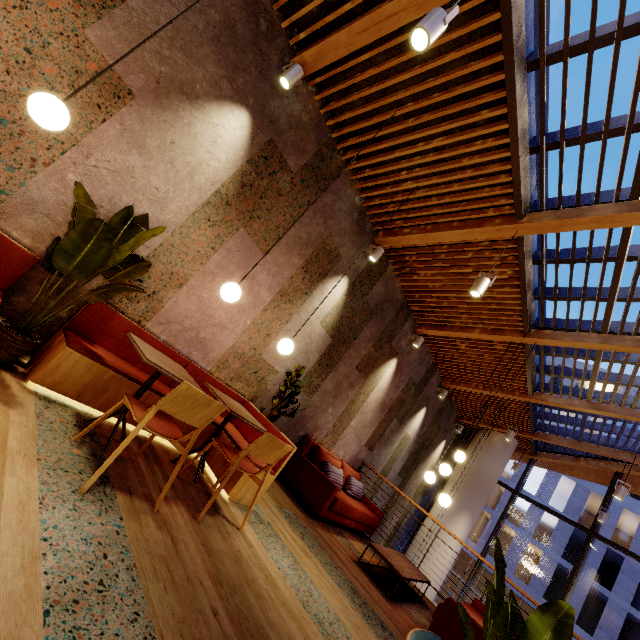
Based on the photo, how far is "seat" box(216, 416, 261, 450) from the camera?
3.7 meters

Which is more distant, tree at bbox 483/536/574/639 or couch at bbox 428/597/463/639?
couch at bbox 428/597/463/639

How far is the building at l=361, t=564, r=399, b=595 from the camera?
4.5m

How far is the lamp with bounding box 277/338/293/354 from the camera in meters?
3.6

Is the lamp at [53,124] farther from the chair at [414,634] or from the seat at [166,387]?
the chair at [414,634]

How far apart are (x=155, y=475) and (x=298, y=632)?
1.60m

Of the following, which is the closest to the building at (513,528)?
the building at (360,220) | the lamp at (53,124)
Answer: the building at (360,220)

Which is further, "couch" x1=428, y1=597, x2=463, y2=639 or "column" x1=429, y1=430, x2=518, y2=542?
"column" x1=429, y1=430, x2=518, y2=542
